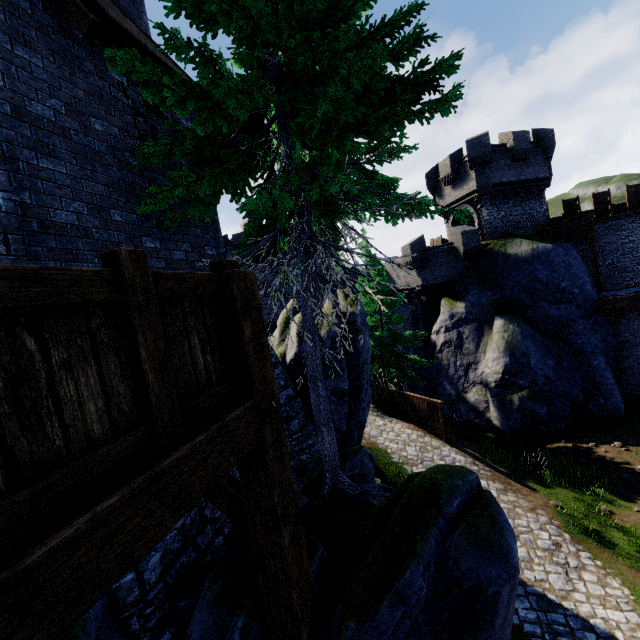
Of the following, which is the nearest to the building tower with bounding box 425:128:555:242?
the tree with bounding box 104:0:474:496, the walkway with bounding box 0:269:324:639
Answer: the tree with bounding box 104:0:474:496

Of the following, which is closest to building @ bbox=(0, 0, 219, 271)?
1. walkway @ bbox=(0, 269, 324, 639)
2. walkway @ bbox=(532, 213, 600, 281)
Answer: walkway @ bbox=(0, 269, 324, 639)

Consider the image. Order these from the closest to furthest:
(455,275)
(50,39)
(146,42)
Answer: (50,39)
(146,42)
(455,275)

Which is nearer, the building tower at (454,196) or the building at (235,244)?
the building tower at (454,196)

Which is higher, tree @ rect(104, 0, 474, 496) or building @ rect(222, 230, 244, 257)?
building @ rect(222, 230, 244, 257)

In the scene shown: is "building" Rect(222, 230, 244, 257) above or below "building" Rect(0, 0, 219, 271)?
above

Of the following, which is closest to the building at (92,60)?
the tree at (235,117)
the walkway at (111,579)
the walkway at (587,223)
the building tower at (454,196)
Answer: the walkway at (111,579)

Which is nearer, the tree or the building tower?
the tree
